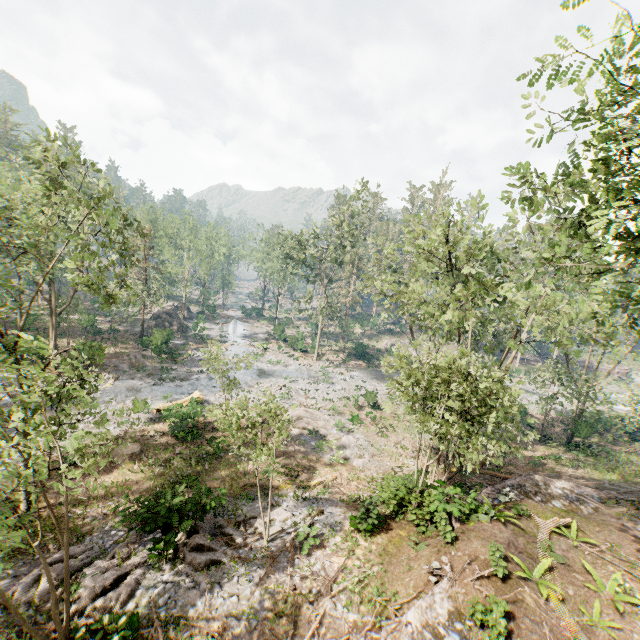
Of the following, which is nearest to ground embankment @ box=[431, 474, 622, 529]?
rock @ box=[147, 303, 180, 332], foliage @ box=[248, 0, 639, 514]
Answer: foliage @ box=[248, 0, 639, 514]

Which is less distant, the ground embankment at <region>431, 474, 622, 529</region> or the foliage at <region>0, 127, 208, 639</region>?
the foliage at <region>0, 127, 208, 639</region>

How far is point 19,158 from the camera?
27.56m

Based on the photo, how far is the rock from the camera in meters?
49.5 m

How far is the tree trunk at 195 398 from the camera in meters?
23.6 m

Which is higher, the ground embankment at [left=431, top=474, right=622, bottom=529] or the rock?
the ground embankment at [left=431, top=474, right=622, bottom=529]

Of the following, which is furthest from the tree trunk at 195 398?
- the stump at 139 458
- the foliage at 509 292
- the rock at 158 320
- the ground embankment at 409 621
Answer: the rock at 158 320

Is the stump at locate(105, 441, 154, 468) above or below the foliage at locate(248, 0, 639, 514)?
below
